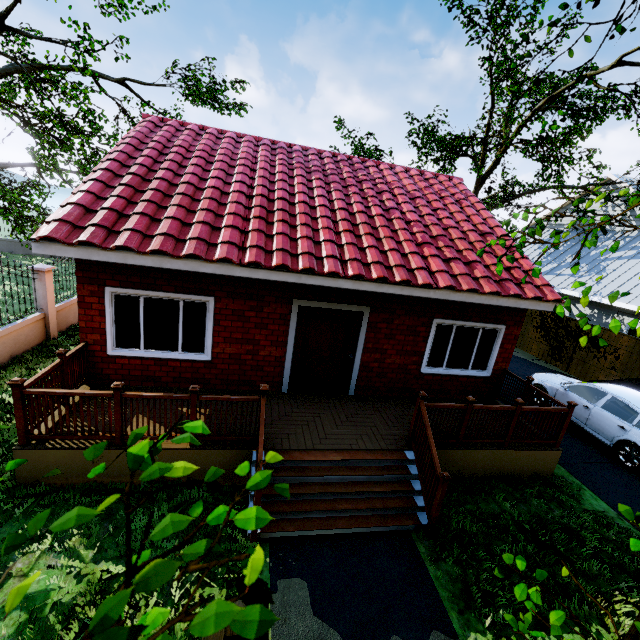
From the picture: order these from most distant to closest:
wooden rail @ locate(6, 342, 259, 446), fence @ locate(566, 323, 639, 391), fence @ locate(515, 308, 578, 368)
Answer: fence @ locate(515, 308, 578, 368), fence @ locate(566, 323, 639, 391), wooden rail @ locate(6, 342, 259, 446)

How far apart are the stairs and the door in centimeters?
194cm

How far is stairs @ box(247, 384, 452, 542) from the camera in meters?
5.0

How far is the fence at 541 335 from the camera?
14.34m

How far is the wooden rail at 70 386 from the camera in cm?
471

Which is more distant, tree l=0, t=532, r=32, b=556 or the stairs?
the stairs

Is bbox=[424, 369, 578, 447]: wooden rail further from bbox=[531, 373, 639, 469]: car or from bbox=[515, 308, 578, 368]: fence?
bbox=[515, 308, 578, 368]: fence

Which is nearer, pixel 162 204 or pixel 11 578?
pixel 11 578
